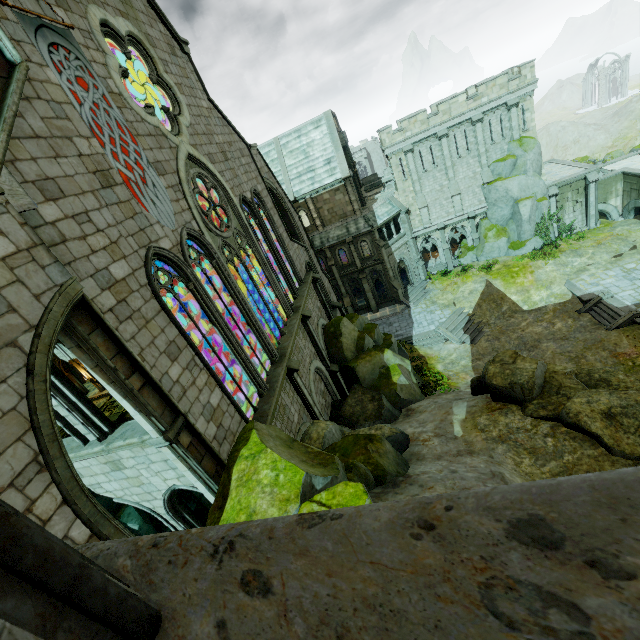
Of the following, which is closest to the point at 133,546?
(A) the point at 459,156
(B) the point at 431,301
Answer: (B) the point at 431,301

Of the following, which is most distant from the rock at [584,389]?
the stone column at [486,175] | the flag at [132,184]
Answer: the stone column at [486,175]

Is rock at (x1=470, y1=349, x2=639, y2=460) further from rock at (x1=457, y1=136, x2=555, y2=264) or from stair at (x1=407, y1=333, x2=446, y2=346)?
rock at (x1=457, y1=136, x2=555, y2=264)

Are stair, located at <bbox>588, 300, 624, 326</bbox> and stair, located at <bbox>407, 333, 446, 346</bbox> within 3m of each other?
no

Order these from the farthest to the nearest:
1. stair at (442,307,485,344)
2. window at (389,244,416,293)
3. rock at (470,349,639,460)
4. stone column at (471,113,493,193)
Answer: window at (389,244,416,293) → stone column at (471,113,493,193) → stair at (442,307,485,344) → rock at (470,349,639,460)

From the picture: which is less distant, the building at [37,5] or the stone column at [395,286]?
the building at [37,5]

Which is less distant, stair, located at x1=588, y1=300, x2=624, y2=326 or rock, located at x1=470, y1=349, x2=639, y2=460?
rock, located at x1=470, y1=349, x2=639, y2=460

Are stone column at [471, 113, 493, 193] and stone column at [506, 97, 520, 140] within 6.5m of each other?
Result: yes
